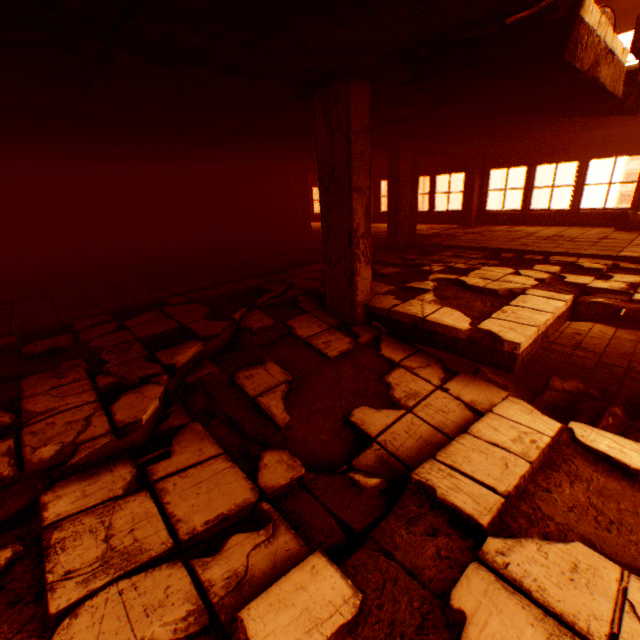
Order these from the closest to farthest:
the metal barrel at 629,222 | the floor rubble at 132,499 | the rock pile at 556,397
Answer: the floor rubble at 132,499 < the rock pile at 556,397 < the metal barrel at 629,222

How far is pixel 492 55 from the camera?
2.70m

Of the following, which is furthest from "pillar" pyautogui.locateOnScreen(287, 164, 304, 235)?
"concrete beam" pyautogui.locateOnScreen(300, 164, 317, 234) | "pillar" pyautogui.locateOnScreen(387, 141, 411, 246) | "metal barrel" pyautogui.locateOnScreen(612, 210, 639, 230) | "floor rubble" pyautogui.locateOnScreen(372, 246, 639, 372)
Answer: "metal barrel" pyautogui.locateOnScreen(612, 210, 639, 230)

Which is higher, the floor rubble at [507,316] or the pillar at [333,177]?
the pillar at [333,177]

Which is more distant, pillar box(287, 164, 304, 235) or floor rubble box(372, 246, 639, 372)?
pillar box(287, 164, 304, 235)

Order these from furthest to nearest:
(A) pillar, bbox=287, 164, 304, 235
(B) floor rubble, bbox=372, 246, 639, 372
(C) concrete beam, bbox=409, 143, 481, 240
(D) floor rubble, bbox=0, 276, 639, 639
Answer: (A) pillar, bbox=287, 164, 304, 235
(C) concrete beam, bbox=409, 143, 481, 240
(B) floor rubble, bbox=372, 246, 639, 372
(D) floor rubble, bbox=0, 276, 639, 639

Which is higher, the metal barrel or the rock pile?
the metal barrel

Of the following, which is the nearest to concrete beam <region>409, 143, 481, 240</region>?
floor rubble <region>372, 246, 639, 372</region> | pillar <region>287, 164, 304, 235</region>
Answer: floor rubble <region>372, 246, 639, 372</region>
